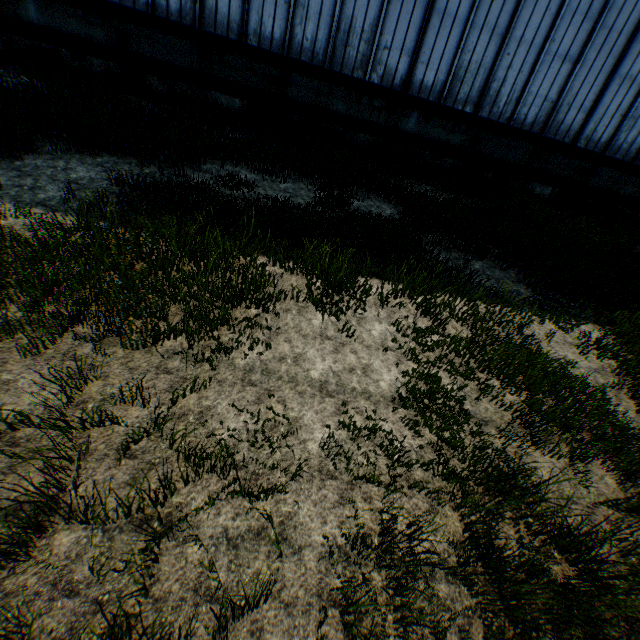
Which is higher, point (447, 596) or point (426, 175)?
point (426, 175)
